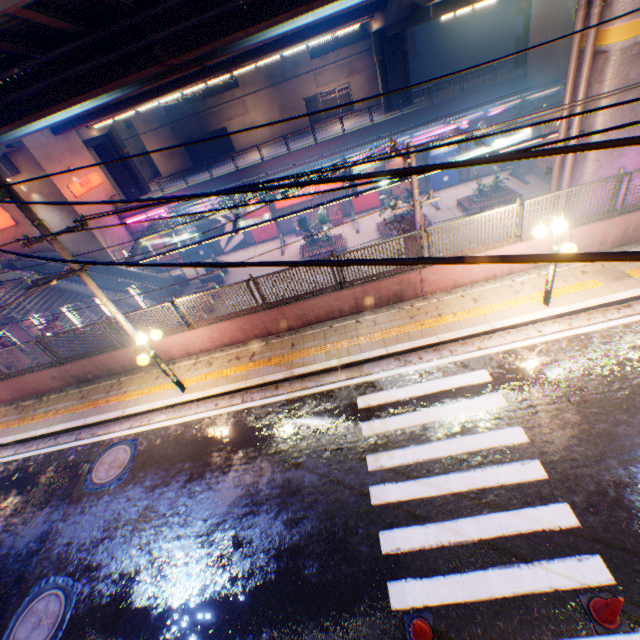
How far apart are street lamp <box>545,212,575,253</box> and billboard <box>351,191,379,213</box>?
24.3m

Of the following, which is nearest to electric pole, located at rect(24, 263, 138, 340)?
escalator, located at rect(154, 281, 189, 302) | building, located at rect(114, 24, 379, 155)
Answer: escalator, located at rect(154, 281, 189, 302)

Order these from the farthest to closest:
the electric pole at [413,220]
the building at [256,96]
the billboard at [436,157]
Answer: the building at [256,96] < the billboard at [436,157] < the electric pole at [413,220]

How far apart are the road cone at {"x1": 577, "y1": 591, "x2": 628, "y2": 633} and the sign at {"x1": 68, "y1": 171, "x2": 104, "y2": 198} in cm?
3525

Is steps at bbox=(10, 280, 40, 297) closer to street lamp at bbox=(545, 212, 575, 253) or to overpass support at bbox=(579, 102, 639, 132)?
overpass support at bbox=(579, 102, 639, 132)

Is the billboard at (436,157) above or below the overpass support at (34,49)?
below

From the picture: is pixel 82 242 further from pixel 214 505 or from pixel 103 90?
pixel 214 505

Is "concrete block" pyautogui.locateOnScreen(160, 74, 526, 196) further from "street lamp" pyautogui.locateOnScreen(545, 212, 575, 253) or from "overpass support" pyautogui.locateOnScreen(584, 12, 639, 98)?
"street lamp" pyautogui.locateOnScreen(545, 212, 575, 253)
